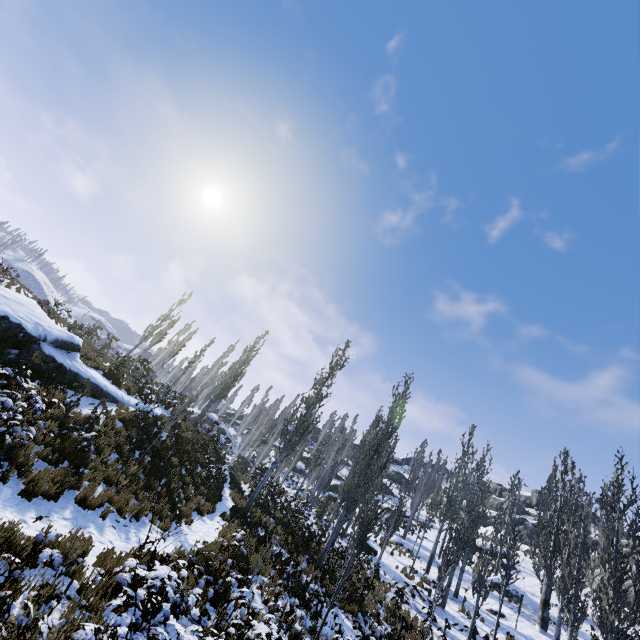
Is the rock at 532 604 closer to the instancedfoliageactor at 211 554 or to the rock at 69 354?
the instancedfoliageactor at 211 554

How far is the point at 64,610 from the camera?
4.98m

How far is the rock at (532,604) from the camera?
23.2 meters

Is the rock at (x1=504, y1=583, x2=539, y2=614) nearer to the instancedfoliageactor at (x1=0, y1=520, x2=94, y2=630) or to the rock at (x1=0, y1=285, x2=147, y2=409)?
the instancedfoliageactor at (x1=0, y1=520, x2=94, y2=630)

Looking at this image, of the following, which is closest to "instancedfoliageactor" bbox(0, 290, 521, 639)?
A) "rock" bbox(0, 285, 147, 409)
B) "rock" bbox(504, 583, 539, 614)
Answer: "rock" bbox(504, 583, 539, 614)

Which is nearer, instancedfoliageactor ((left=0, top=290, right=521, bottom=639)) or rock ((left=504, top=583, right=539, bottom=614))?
instancedfoliageactor ((left=0, top=290, right=521, bottom=639))
